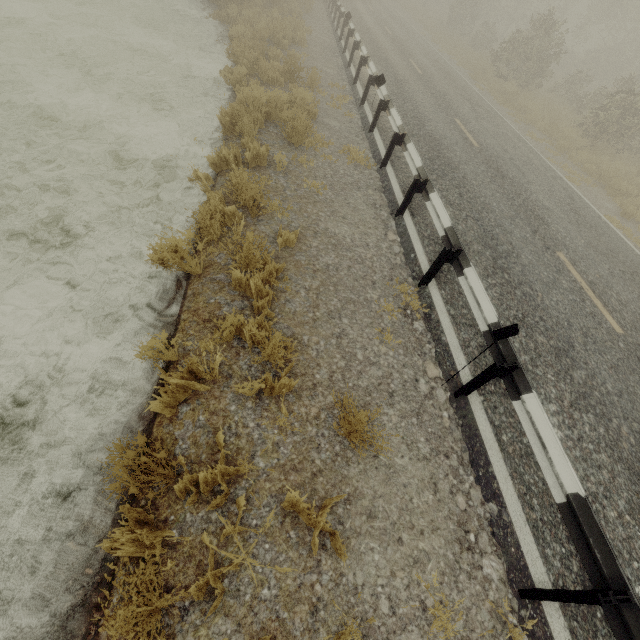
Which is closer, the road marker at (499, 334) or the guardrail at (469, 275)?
the road marker at (499, 334)

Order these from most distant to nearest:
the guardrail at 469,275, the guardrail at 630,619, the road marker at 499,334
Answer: the guardrail at 469,275 → the road marker at 499,334 → the guardrail at 630,619

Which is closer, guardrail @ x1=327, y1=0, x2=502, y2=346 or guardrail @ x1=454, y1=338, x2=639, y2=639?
guardrail @ x1=454, y1=338, x2=639, y2=639

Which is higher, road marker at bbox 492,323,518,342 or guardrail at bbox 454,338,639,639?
road marker at bbox 492,323,518,342

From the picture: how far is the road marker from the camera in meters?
3.3

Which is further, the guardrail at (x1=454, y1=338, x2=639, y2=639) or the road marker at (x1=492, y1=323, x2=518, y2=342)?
the road marker at (x1=492, y1=323, x2=518, y2=342)

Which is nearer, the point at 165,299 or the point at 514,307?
the point at 165,299
